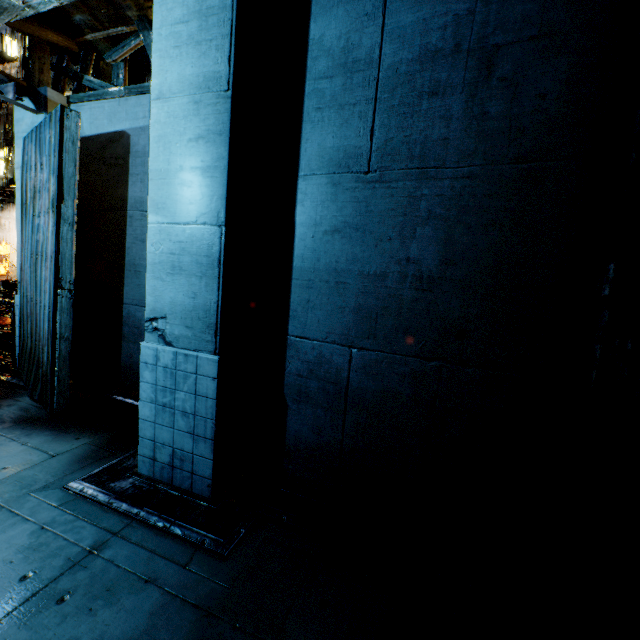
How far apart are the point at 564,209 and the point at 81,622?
5.3m
